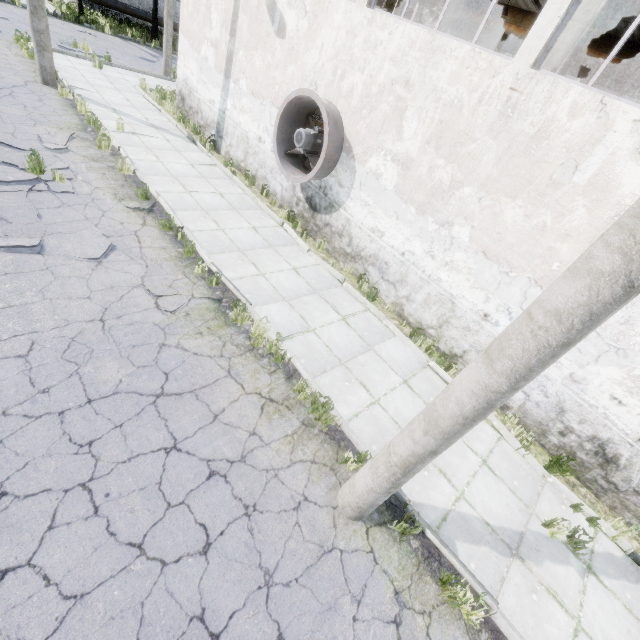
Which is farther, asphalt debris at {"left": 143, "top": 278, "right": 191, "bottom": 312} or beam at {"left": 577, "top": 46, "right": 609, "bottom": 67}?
beam at {"left": 577, "top": 46, "right": 609, "bottom": 67}

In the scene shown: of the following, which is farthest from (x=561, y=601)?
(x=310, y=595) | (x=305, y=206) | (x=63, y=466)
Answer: (x=305, y=206)

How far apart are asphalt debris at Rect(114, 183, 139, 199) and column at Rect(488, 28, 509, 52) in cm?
1956

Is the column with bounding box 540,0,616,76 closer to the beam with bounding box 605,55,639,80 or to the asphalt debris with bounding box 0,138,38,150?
the asphalt debris with bounding box 0,138,38,150

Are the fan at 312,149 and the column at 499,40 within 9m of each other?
no

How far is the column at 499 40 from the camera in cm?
1734

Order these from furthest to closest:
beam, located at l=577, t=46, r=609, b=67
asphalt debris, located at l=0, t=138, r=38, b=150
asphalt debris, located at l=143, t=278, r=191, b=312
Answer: beam, located at l=577, t=46, r=609, b=67 → asphalt debris, located at l=0, t=138, r=38, b=150 → asphalt debris, located at l=143, t=278, r=191, b=312

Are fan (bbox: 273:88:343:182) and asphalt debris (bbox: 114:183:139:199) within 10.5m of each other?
yes
